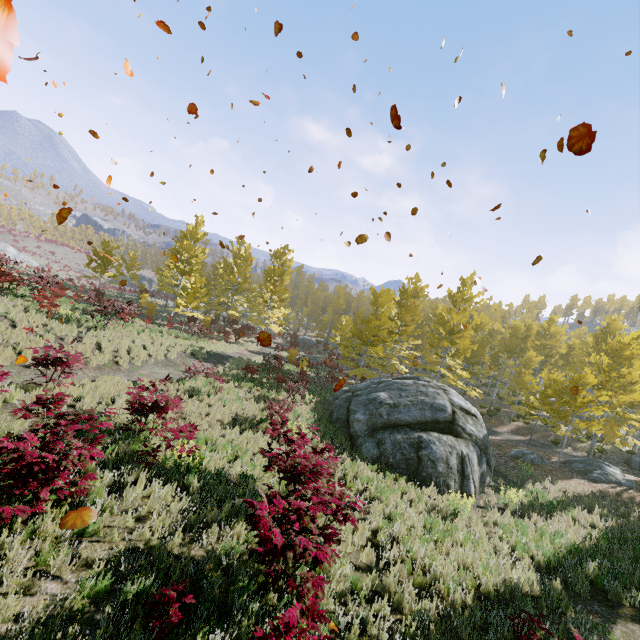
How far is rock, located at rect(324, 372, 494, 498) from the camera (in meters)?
11.88

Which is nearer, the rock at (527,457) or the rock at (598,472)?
the rock at (598,472)

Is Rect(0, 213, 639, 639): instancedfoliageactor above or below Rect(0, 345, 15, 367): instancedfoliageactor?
above

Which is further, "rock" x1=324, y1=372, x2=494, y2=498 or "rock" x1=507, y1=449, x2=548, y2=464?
"rock" x1=507, y1=449, x2=548, y2=464

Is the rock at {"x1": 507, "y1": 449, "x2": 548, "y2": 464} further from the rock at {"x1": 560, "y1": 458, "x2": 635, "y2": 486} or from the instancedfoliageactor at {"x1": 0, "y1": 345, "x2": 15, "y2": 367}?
the instancedfoliageactor at {"x1": 0, "y1": 345, "x2": 15, "y2": 367}

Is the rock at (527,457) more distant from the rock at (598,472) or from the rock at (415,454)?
the rock at (415,454)

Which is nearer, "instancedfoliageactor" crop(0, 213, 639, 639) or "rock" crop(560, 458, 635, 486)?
"instancedfoliageactor" crop(0, 213, 639, 639)

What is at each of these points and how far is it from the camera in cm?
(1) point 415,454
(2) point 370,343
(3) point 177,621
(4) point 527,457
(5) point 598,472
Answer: (1) rock, 1243
(2) instancedfoliageactor, 2472
(3) instancedfoliageactor, 399
(4) rock, 1873
(5) rock, 1680
